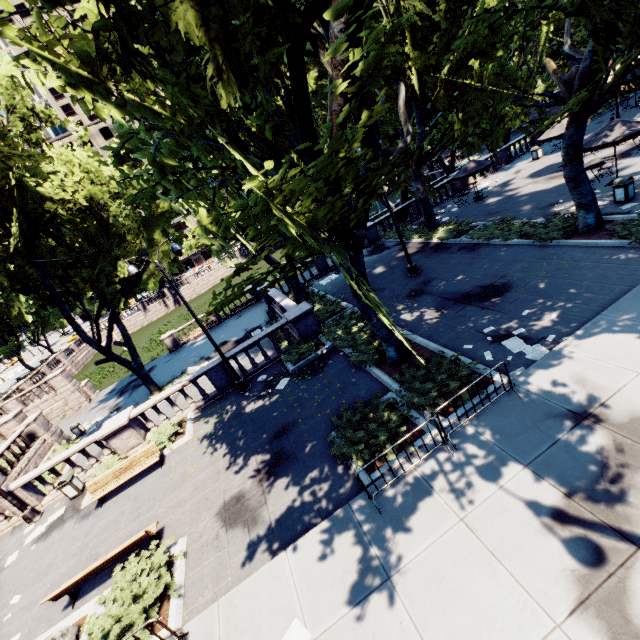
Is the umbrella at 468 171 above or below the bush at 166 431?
above

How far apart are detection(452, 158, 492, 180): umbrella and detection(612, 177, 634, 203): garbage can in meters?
9.6 m

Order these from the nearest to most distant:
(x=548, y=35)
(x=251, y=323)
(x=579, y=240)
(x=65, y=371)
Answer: (x=548, y=35)
(x=579, y=240)
(x=251, y=323)
(x=65, y=371)

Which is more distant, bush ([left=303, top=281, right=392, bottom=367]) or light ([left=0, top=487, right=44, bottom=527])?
light ([left=0, top=487, right=44, bottom=527])

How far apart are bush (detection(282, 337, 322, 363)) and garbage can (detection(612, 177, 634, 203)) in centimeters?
1476cm

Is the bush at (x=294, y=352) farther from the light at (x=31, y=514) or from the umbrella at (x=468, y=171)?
the umbrella at (x=468, y=171)

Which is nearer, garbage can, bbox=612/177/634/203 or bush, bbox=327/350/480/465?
bush, bbox=327/350/480/465

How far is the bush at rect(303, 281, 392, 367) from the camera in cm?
1253
